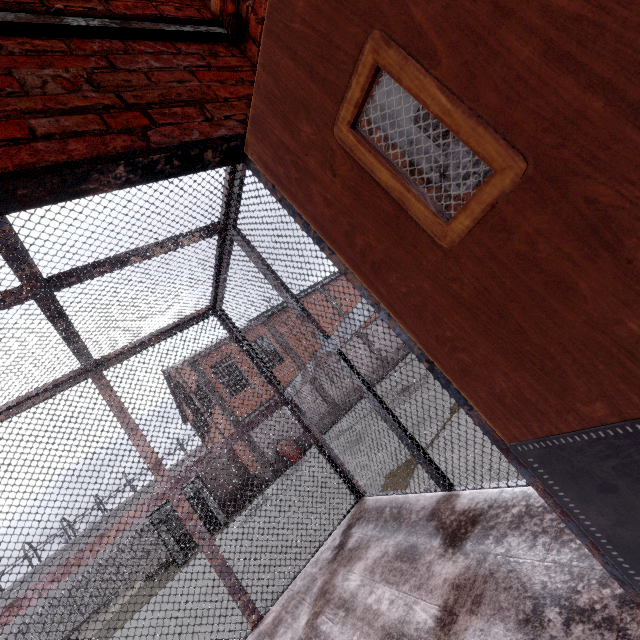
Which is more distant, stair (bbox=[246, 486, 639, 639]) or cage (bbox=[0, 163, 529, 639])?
cage (bbox=[0, 163, 529, 639])

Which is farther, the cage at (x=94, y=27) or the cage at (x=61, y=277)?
the cage at (x=61, y=277)

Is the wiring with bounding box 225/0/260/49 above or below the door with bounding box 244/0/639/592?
above

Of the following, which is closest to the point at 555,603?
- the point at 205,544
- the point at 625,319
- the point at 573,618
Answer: the point at 573,618

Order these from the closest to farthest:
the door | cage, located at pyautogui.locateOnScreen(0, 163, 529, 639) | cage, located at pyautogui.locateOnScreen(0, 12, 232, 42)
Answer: the door < cage, located at pyautogui.locateOnScreen(0, 12, 232, 42) < cage, located at pyautogui.locateOnScreen(0, 163, 529, 639)

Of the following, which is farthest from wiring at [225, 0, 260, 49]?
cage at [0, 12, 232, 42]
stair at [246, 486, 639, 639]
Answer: stair at [246, 486, 639, 639]

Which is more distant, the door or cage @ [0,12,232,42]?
cage @ [0,12,232,42]

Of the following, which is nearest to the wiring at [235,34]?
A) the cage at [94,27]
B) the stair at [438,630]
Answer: the cage at [94,27]
